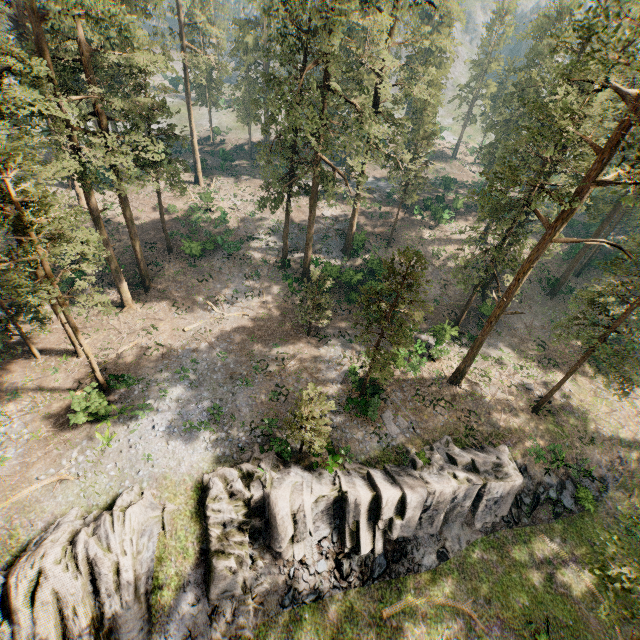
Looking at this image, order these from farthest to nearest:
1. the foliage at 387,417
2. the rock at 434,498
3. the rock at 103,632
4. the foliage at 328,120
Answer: the foliage at 387,417 → the rock at 434,498 → the foliage at 328,120 → the rock at 103,632

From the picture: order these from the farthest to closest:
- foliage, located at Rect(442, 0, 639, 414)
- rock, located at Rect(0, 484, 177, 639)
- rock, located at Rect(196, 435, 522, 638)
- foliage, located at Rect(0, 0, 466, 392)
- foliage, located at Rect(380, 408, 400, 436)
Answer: foliage, located at Rect(380, 408, 400, 436) < rock, located at Rect(196, 435, 522, 638) < foliage, located at Rect(0, 0, 466, 392) < foliage, located at Rect(442, 0, 639, 414) < rock, located at Rect(0, 484, 177, 639)

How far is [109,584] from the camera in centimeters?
1645cm

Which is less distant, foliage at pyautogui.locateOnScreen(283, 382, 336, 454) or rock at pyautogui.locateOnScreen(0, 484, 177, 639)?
rock at pyautogui.locateOnScreen(0, 484, 177, 639)

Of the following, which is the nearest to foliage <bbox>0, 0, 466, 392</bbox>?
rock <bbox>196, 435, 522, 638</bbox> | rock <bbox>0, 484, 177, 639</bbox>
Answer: rock <bbox>0, 484, 177, 639</bbox>

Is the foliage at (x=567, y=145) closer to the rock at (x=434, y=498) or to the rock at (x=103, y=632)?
the rock at (x=103, y=632)

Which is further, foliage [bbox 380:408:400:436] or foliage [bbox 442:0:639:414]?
foliage [bbox 380:408:400:436]
